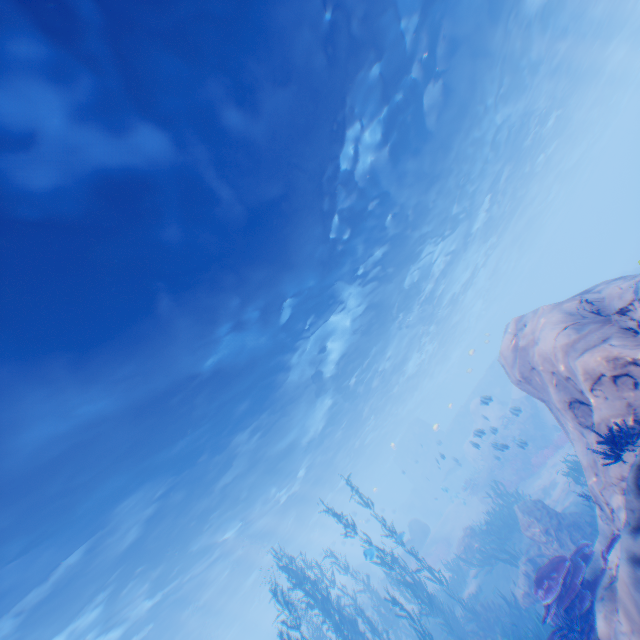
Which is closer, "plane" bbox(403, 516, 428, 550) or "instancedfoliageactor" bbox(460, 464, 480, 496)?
"instancedfoliageactor" bbox(460, 464, 480, 496)

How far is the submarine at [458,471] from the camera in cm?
3806

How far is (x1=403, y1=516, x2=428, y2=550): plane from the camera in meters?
27.2

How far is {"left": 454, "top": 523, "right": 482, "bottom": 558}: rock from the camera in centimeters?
1827cm

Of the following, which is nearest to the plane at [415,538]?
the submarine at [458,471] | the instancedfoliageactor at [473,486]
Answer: the submarine at [458,471]

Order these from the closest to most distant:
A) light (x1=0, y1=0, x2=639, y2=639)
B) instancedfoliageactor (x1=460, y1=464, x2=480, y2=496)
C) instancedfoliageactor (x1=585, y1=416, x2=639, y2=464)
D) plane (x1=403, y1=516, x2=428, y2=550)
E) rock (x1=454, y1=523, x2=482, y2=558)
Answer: instancedfoliageactor (x1=585, y1=416, x2=639, y2=464) → light (x1=0, y1=0, x2=639, y2=639) → rock (x1=454, y1=523, x2=482, y2=558) → instancedfoliageactor (x1=460, y1=464, x2=480, y2=496) → plane (x1=403, y1=516, x2=428, y2=550)

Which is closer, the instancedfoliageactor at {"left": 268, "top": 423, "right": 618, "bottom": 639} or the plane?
the instancedfoliageactor at {"left": 268, "top": 423, "right": 618, "bottom": 639}

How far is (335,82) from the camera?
9.2 meters
